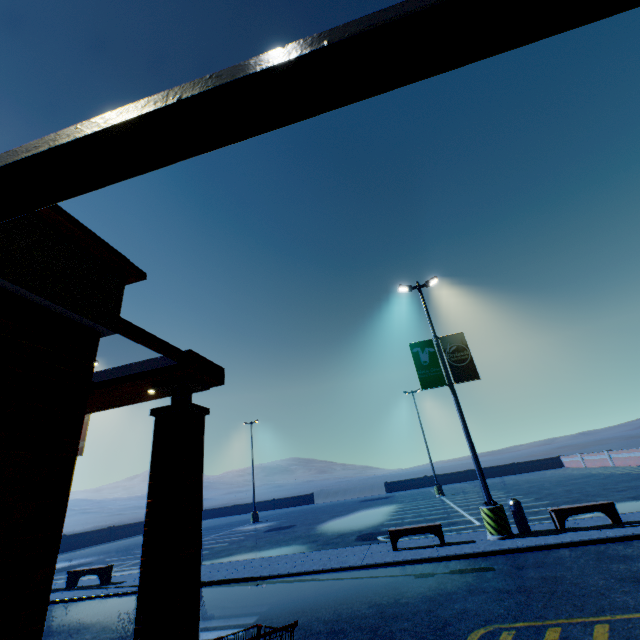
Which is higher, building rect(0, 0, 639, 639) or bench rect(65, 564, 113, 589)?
building rect(0, 0, 639, 639)

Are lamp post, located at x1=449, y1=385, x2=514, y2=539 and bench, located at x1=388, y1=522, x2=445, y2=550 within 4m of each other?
yes

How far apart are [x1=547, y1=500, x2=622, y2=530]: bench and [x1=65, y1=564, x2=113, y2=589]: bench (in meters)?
16.53

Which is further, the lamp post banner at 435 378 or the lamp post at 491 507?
the lamp post banner at 435 378

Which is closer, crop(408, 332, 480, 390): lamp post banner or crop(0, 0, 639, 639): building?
crop(0, 0, 639, 639): building

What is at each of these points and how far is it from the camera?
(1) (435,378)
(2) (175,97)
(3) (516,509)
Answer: (1) lamp post banner, 12.93m
(2) building, 1.43m
(3) trash can, 10.68m

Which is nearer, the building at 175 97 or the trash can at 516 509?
the building at 175 97

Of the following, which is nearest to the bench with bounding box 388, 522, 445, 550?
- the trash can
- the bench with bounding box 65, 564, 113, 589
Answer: the trash can
